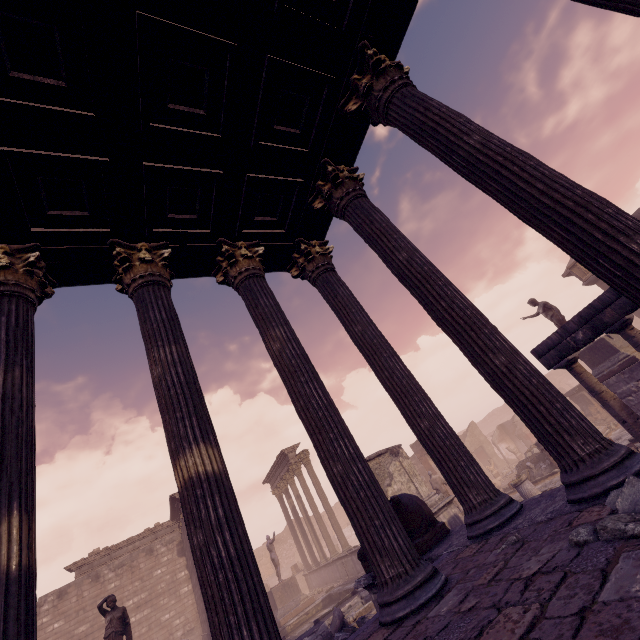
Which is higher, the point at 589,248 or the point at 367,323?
the point at 367,323

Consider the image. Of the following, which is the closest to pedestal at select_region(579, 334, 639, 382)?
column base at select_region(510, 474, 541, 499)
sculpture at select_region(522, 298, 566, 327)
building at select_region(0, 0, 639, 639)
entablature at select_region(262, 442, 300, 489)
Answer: sculpture at select_region(522, 298, 566, 327)

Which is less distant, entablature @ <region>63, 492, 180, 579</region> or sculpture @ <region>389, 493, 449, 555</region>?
sculpture @ <region>389, 493, 449, 555</region>

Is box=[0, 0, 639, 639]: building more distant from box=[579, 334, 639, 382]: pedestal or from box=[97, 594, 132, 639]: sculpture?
box=[579, 334, 639, 382]: pedestal

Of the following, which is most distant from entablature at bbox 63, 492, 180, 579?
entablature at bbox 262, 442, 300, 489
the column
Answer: the column

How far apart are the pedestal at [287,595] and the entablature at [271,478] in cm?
562

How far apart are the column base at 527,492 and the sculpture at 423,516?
8.4 meters

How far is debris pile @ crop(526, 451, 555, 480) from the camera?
14.2 meters
